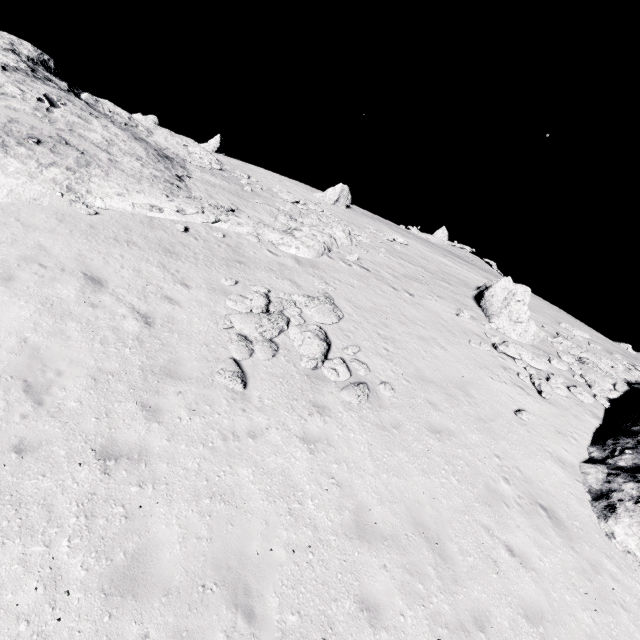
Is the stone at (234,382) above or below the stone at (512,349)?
below

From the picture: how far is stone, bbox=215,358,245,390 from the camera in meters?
8.4 m

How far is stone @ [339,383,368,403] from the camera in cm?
949

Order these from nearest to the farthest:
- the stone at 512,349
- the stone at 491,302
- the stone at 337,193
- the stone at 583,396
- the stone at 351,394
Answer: the stone at 351,394 < the stone at 512,349 < the stone at 583,396 < the stone at 491,302 < the stone at 337,193

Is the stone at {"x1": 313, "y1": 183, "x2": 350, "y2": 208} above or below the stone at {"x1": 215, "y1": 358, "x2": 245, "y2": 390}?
above

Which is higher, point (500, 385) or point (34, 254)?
point (500, 385)

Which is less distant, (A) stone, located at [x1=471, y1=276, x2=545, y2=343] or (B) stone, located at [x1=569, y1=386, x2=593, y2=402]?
(B) stone, located at [x1=569, y1=386, x2=593, y2=402]
